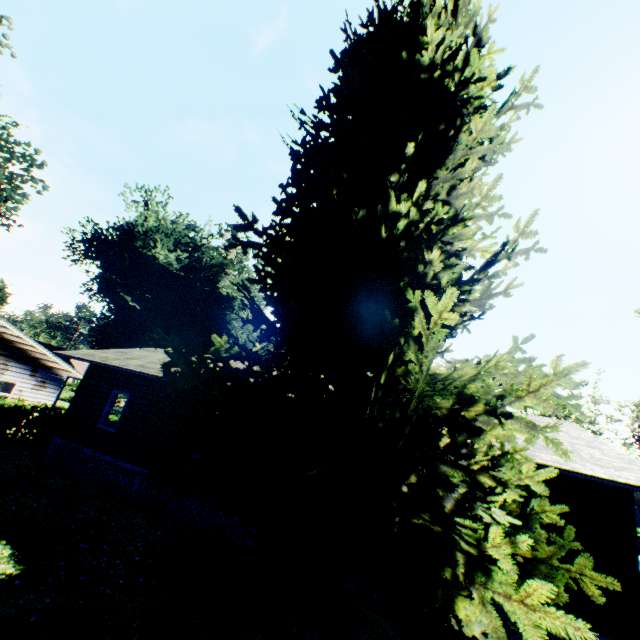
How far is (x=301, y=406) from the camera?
7.4 meters

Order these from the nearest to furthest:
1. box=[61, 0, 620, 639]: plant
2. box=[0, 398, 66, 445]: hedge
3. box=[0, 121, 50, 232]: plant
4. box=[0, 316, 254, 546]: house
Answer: box=[61, 0, 620, 639]: plant → box=[0, 316, 254, 546]: house → box=[0, 398, 66, 445]: hedge → box=[0, 121, 50, 232]: plant

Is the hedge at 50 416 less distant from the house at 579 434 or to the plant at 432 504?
the plant at 432 504

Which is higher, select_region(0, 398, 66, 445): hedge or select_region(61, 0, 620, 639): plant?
select_region(61, 0, 620, 639): plant

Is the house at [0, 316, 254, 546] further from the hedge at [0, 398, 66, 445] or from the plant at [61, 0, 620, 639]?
the hedge at [0, 398, 66, 445]

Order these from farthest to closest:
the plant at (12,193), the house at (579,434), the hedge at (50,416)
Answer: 1. the plant at (12,193)
2. the hedge at (50,416)
3. the house at (579,434)
